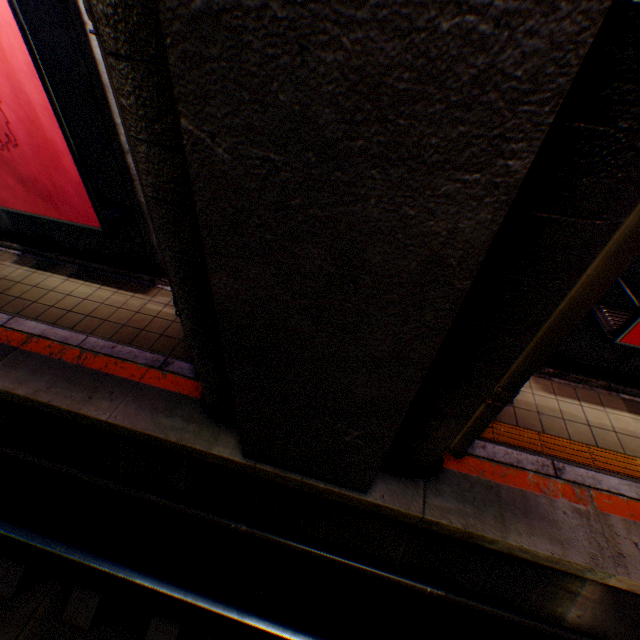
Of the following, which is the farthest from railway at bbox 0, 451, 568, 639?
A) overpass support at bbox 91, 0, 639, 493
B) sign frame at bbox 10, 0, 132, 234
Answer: sign frame at bbox 10, 0, 132, 234

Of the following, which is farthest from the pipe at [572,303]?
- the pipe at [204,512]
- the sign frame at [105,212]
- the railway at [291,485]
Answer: the sign frame at [105,212]

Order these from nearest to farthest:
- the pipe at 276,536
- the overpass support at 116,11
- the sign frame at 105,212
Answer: the overpass support at 116,11
the sign frame at 105,212
the pipe at 276,536

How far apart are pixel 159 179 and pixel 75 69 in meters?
3.6 m

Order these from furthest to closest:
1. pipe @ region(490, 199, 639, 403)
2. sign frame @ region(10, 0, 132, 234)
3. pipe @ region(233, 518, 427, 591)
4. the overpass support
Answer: pipe @ region(233, 518, 427, 591)
sign frame @ region(10, 0, 132, 234)
pipe @ region(490, 199, 639, 403)
the overpass support

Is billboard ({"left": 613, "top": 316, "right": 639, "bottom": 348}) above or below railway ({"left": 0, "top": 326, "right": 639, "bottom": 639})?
above

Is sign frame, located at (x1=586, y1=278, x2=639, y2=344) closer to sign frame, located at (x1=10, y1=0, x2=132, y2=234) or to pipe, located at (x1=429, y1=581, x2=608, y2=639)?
pipe, located at (x1=429, y1=581, x2=608, y2=639)

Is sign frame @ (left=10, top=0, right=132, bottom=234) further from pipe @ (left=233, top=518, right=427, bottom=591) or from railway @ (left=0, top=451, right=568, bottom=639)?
pipe @ (left=233, top=518, right=427, bottom=591)
